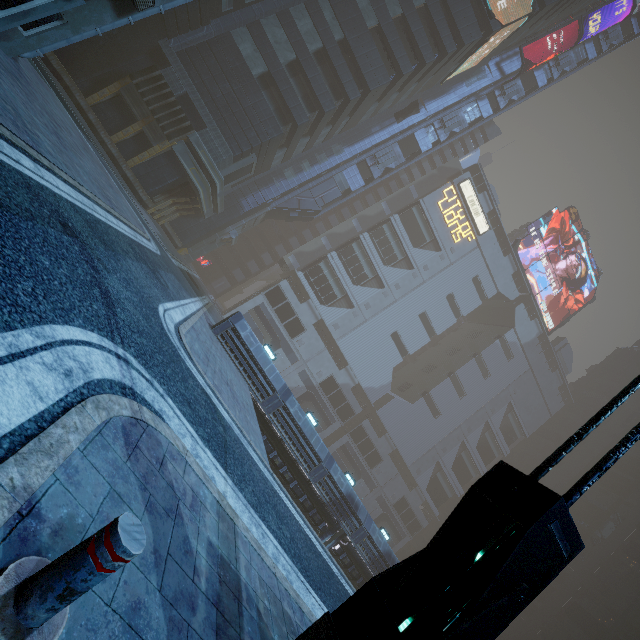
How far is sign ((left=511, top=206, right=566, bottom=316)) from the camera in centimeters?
5778cm

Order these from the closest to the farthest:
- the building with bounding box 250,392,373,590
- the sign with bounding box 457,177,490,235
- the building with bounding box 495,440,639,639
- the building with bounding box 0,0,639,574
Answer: the building with bounding box 250,392,373,590, the building with bounding box 0,0,639,574, the building with bounding box 495,440,639,639, the sign with bounding box 457,177,490,235

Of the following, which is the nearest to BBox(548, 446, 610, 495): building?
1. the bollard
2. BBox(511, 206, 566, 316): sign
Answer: BBox(511, 206, 566, 316): sign

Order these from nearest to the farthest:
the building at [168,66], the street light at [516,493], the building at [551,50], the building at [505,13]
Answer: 1. the street light at [516,493]
2. the building at [168,66]
3. the building at [505,13]
4. the building at [551,50]

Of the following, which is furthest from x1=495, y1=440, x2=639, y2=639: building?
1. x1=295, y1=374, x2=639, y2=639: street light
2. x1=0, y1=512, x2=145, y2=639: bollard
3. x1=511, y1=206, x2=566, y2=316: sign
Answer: x1=0, y1=512, x2=145, y2=639: bollard

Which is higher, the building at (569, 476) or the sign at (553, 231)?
the sign at (553, 231)

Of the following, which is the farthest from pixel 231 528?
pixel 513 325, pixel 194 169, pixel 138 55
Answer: pixel 513 325

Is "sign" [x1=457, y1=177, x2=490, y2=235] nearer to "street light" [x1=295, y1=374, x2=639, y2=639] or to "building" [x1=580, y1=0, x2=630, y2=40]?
"building" [x1=580, y1=0, x2=630, y2=40]
